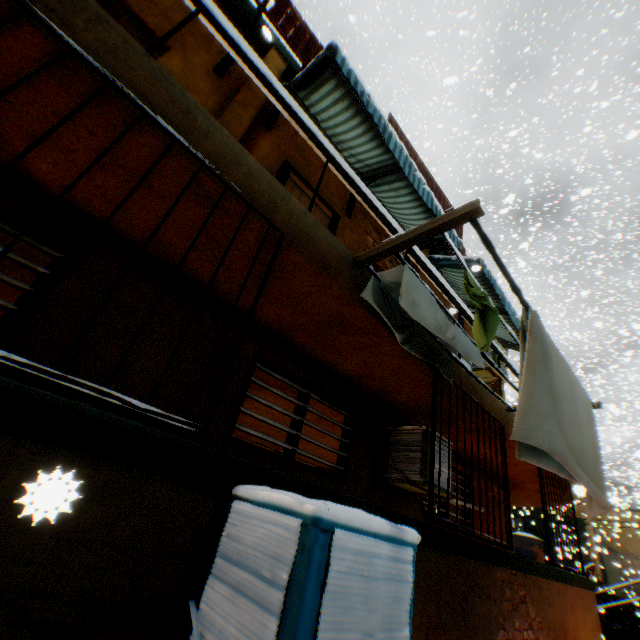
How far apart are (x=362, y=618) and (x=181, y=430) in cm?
120

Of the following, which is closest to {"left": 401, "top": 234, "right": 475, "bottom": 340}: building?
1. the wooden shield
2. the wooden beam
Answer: the wooden beam

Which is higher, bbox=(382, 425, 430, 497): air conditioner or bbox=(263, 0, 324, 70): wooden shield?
bbox=(263, 0, 324, 70): wooden shield

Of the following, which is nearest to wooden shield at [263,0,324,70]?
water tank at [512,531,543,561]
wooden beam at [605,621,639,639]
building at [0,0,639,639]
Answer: building at [0,0,639,639]

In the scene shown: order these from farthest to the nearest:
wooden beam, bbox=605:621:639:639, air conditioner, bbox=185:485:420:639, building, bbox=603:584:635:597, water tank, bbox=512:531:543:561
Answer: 1. building, bbox=603:584:635:597
2. water tank, bbox=512:531:543:561
3. wooden beam, bbox=605:621:639:639
4. air conditioner, bbox=185:485:420:639

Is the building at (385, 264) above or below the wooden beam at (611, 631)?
above

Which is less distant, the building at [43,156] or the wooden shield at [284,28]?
the building at [43,156]
